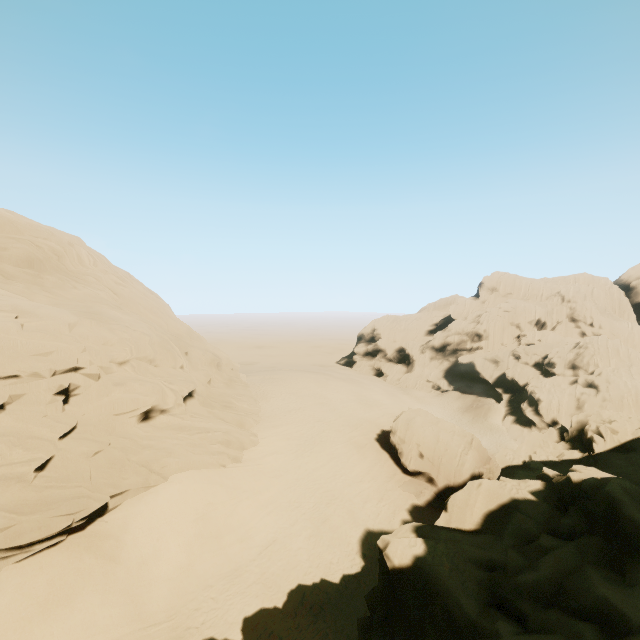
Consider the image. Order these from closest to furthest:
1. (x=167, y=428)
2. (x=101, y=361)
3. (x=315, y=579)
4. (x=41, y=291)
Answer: (x=315, y=579) → (x=101, y=361) → (x=41, y=291) → (x=167, y=428)

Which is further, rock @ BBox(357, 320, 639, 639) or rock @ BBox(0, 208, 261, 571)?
rock @ BBox(0, 208, 261, 571)

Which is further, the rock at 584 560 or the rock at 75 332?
the rock at 75 332
